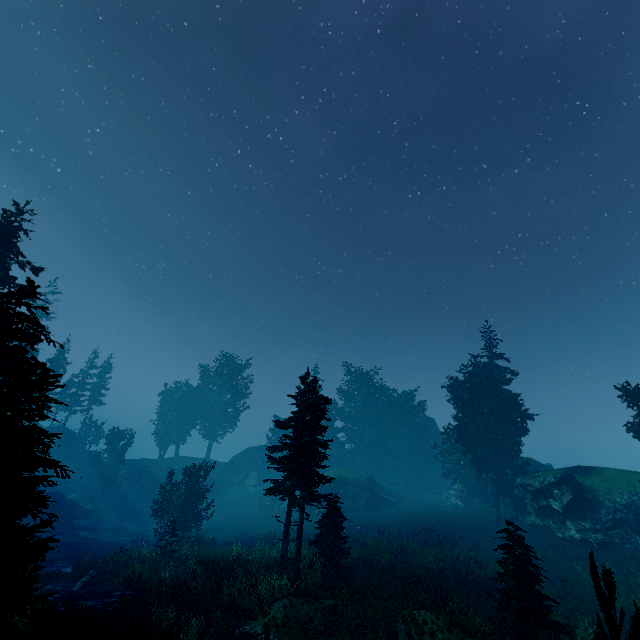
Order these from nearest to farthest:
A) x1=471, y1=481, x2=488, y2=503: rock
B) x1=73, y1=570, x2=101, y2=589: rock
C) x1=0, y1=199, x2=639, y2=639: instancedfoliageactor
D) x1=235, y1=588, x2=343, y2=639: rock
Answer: x1=0, y1=199, x2=639, y2=639: instancedfoliageactor < x1=235, y1=588, x2=343, y2=639: rock < x1=73, y1=570, x2=101, y2=589: rock < x1=471, y1=481, x2=488, y2=503: rock

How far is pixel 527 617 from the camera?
11.6m

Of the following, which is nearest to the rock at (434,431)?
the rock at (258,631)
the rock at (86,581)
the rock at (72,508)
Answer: the rock at (72,508)

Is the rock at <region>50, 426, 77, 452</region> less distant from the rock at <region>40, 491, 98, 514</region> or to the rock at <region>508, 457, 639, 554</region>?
the rock at <region>40, 491, 98, 514</region>

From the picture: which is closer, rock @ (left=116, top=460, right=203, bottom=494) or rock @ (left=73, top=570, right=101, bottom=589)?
rock @ (left=73, top=570, right=101, bottom=589)

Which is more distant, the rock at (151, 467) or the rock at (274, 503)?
the rock at (151, 467)

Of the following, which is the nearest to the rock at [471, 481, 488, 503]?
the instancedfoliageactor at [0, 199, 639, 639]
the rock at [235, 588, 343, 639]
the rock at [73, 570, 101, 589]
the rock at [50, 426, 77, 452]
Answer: the instancedfoliageactor at [0, 199, 639, 639]

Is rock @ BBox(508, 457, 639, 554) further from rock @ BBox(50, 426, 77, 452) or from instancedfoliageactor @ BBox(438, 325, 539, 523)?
rock @ BBox(50, 426, 77, 452)
